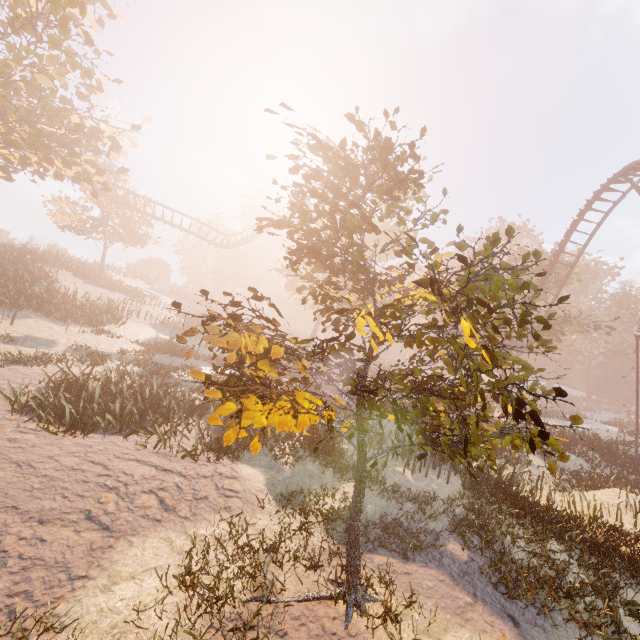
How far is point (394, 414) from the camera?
3.60m
